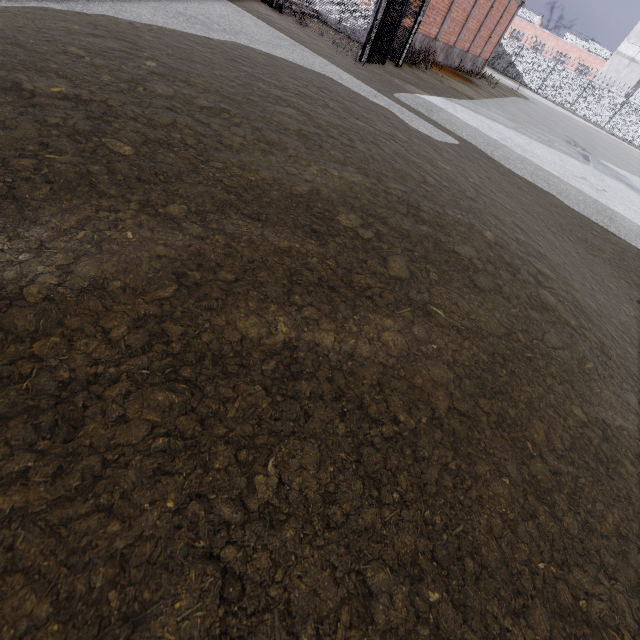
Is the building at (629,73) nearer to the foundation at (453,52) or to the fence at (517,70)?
the fence at (517,70)

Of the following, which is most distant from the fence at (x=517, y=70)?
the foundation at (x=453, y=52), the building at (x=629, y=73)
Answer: the foundation at (x=453, y=52)

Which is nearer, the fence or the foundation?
the foundation

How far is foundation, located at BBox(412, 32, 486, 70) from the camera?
14.0m

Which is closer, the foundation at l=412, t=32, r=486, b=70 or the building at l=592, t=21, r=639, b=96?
the foundation at l=412, t=32, r=486, b=70

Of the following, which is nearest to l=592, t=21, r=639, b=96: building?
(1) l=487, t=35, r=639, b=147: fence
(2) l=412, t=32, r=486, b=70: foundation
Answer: (1) l=487, t=35, r=639, b=147: fence

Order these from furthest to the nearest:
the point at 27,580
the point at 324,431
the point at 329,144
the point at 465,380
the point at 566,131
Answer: the point at 566,131
the point at 329,144
the point at 465,380
the point at 324,431
the point at 27,580
